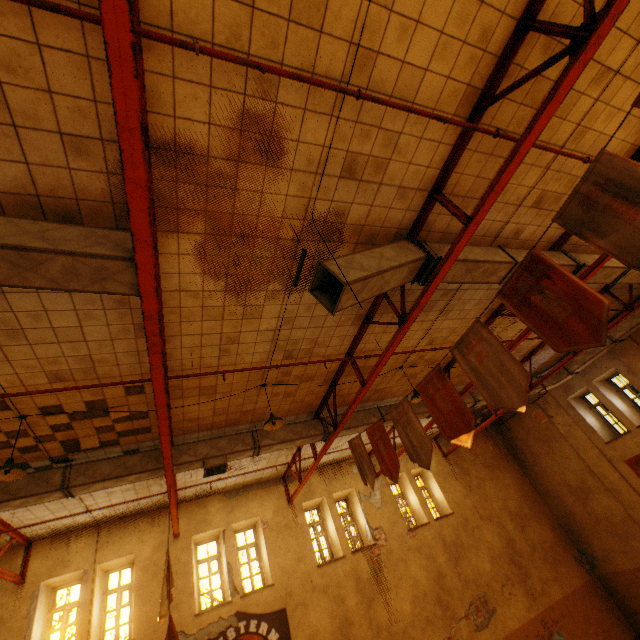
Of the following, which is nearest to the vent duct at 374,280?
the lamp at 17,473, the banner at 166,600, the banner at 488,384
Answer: the banner at 488,384

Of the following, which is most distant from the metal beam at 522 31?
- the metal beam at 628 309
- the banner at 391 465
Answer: the metal beam at 628 309

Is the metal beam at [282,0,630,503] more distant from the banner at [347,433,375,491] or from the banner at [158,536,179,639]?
the banner at [158,536,179,639]

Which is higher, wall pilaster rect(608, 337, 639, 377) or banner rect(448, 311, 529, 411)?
wall pilaster rect(608, 337, 639, 377)

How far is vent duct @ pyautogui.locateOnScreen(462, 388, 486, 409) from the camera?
11.5m

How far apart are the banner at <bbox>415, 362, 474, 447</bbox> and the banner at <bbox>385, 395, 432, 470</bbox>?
0.4m

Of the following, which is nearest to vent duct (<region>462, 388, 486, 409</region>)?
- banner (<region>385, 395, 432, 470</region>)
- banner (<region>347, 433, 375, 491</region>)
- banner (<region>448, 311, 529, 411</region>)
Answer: banner (<region>347, 433, 375, 491</region>)

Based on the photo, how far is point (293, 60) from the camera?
3.2m
